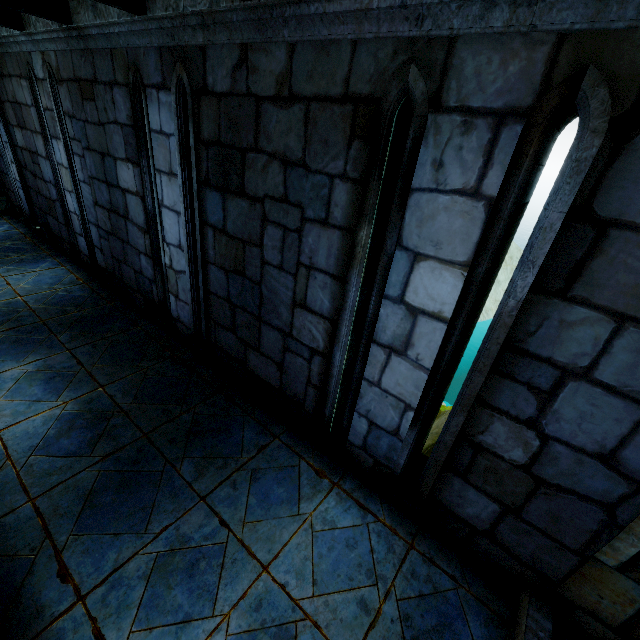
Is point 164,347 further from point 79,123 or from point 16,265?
point 16,265
